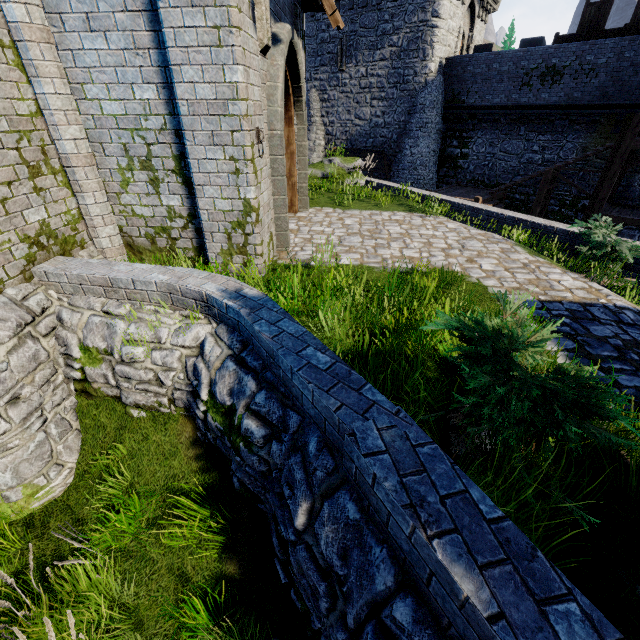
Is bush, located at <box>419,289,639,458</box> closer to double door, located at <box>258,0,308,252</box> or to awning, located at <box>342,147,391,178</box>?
double door, located at <box>258,0,308,252</box>

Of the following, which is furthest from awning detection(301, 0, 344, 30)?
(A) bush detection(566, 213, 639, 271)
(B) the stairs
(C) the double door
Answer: (B) the stairs

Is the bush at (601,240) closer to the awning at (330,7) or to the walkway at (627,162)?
the awning at (330,7)

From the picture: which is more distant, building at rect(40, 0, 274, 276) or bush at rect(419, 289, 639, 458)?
building at rect(40, 0, 274, 276)

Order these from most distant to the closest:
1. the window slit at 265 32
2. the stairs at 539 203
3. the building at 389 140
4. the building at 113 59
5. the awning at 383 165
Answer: the awning at 383 165
the building at 389 140
the stairs at 539 203
the window slit at 265 32
the building at 113 59

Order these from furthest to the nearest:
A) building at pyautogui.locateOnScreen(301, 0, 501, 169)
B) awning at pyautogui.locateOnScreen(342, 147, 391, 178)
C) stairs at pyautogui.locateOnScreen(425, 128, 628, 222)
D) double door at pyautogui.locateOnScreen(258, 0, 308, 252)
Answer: awning at pyautogui.locateOnScreen(342, 147, 391, 178) → building at pyautogui.locateOnScreen(301, 0, 501, 169) → stairs at pyautogui.locateOnScreen(425, 128, 628, 222) → double door at pyautogui.locateOnScreen(258, 0, 308, 252)

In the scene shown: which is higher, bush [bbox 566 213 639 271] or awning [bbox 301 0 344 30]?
awning [bbox 301 0 344 30]

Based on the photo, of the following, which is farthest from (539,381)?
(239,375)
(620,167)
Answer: (620,167)
